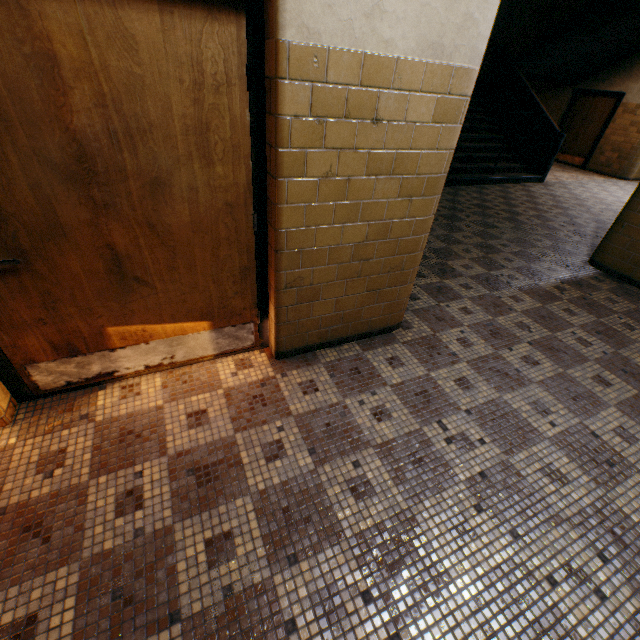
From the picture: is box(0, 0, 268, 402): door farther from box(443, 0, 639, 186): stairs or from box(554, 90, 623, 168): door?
box(554, 90, 623, 168): door

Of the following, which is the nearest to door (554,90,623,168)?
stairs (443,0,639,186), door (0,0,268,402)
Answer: stairs (443,0,639,186)

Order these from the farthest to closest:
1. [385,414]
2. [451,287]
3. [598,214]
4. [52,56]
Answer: [598,214] < [451,287] < [385,414] < [52,56]

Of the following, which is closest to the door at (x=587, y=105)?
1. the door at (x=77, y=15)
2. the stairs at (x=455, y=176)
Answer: the stairs at (x=455, y=176)

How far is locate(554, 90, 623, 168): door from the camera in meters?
10.4

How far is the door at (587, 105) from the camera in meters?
10.4 m
